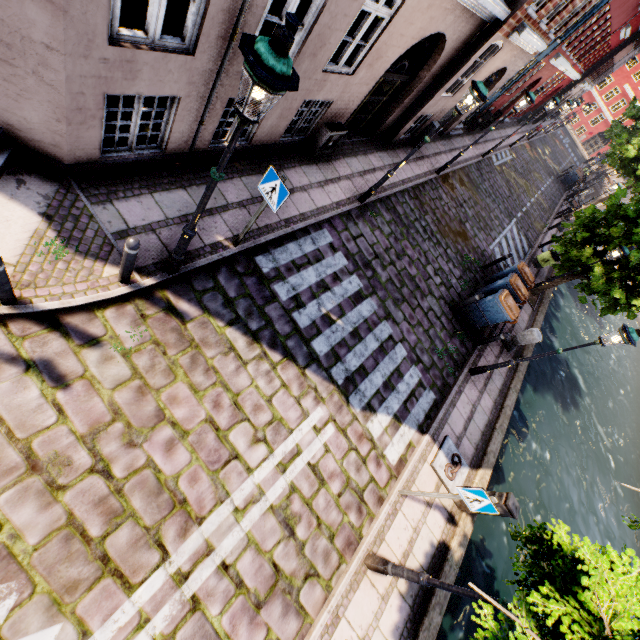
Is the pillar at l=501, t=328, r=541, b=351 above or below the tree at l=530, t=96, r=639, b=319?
below

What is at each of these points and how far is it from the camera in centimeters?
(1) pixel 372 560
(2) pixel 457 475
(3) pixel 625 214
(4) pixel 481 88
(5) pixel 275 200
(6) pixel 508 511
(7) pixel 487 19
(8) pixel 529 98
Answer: (1) street light, 540cm
(2) boat ring, 752cm
(3) tree, 1166cm
(4) street light, 639cm
(5) sign, 497cm
(6) electrical box, 634cm
(7) building, 817cm
(8) street light, 1035cm

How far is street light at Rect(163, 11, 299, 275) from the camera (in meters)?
2.40

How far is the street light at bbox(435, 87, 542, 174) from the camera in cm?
1037

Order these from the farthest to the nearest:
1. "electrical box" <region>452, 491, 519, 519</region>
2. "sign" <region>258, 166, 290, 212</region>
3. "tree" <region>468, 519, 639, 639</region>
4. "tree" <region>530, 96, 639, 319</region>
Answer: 1. "tree" <region>530, 96, 639, 319</region>
2. "electrical box" <region>452, 491, 519, 519</region>
3. "sign" <region>258, 166, 290, 212</region>
4. "tree" <region>468, 519, 639, 639</region>

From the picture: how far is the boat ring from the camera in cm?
723

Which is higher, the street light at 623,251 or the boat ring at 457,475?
the street light at 623,251

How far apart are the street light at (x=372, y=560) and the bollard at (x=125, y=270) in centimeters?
599cm
